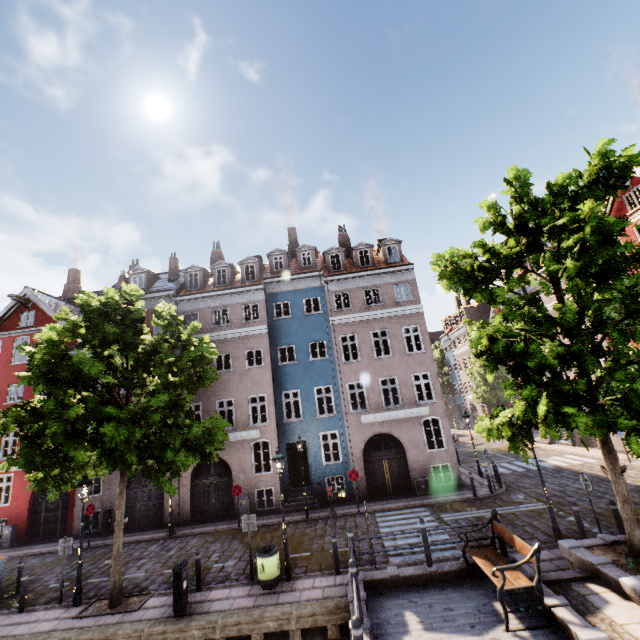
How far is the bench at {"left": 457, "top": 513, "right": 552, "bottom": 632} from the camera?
6.4m

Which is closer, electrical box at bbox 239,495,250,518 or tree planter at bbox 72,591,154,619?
tree planter at bbox 72,591,154,619

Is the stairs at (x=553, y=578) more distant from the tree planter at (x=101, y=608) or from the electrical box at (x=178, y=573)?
the tree planter at (x=101, y=608)

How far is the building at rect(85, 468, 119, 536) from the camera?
18.0 meters

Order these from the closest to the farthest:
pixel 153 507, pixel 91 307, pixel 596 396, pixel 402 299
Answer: pixel 596 396 < pixel 91 307 < pixel 153 507 < pixel 402 299

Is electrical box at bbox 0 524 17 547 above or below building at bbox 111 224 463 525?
below

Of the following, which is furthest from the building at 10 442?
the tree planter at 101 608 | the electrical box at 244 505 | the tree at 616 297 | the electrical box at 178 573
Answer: the electrical box at 178 573

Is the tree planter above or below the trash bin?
below
